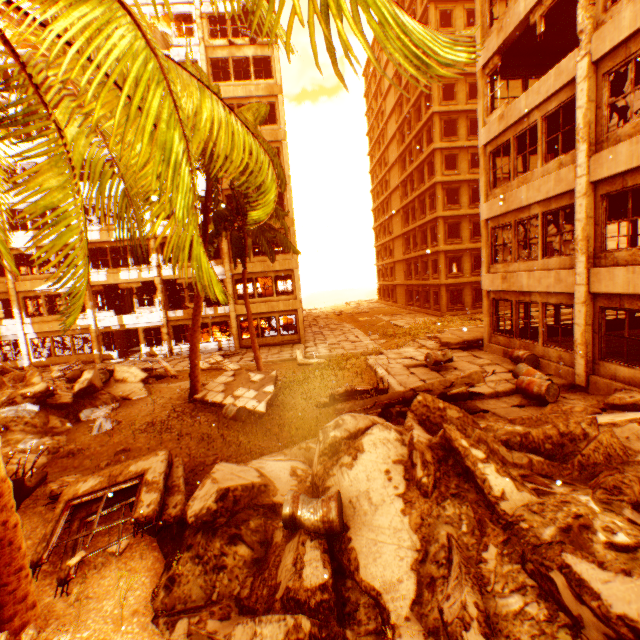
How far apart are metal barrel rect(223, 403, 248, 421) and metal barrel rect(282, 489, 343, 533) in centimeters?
615cm

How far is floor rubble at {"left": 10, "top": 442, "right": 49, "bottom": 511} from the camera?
6.11m

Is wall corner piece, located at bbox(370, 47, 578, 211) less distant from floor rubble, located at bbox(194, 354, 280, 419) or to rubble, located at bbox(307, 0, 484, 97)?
rubble, located at bbox(307, 0, 484, 97)

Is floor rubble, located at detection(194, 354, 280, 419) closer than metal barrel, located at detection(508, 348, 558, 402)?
No

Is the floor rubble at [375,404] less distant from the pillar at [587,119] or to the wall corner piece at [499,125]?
the pillar at [587,119]

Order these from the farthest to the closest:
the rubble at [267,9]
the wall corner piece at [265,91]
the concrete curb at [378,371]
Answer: the wall corner piece at [265,91]
the concrete curb at [378,371]
the rubble at [267,9]

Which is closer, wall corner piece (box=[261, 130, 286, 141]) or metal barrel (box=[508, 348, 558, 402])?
metal barrel (box=[508, 348, 558, 402])

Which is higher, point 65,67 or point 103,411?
point 65,67
